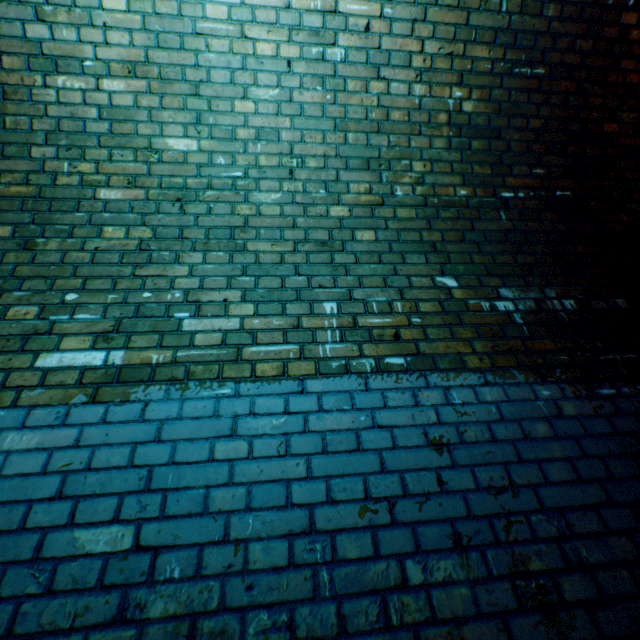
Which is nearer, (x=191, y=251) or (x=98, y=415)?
(x=98, y=415)
